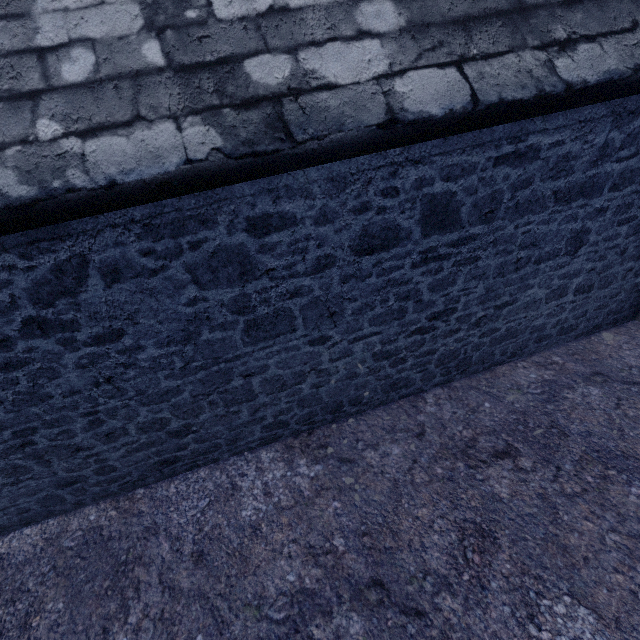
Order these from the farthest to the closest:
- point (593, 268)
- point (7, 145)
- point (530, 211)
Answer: point (593, 268)
point (530, 211)
point (7, 145)
